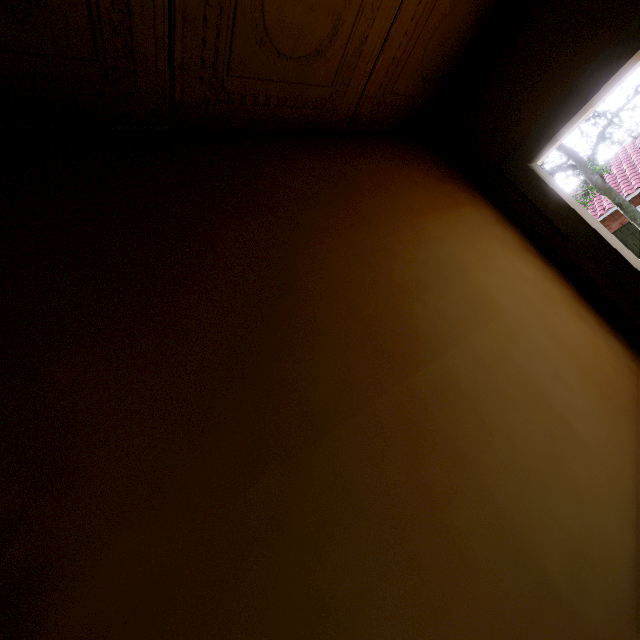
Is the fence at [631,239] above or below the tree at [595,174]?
below

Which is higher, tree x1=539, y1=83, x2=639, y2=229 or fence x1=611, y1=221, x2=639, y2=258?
tree x1=539, y1=83, x2=639, y2=229

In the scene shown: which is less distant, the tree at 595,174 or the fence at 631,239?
the tree at 595,174

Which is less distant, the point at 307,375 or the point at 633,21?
the point at 307,375

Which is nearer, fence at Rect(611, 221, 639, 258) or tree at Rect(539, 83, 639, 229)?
tree at Rect(539, 83, 639, 229)
